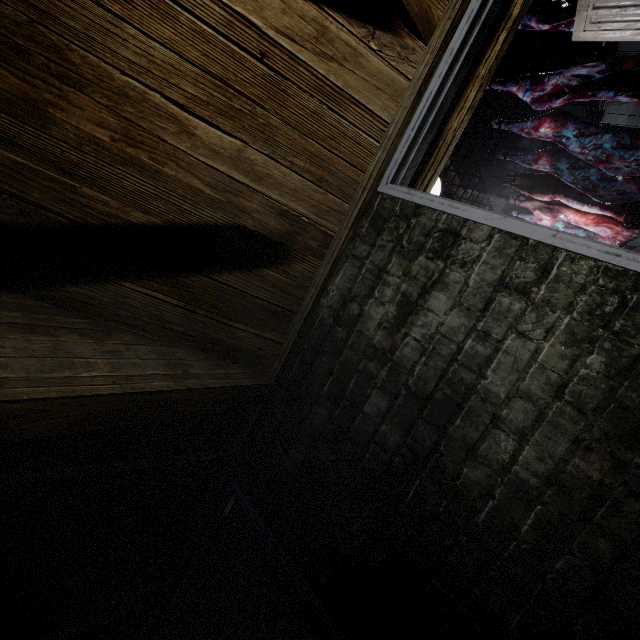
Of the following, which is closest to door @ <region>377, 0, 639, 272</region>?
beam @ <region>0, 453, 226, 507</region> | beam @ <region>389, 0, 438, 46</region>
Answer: beam @ <region>389, 0, 438, 46</region>

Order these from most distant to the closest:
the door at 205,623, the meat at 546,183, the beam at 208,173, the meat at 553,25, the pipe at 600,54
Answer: the pipe at 600,54
the meat at 546,183
the meat at 553,25
the door at 205,623
the beam at 208,173

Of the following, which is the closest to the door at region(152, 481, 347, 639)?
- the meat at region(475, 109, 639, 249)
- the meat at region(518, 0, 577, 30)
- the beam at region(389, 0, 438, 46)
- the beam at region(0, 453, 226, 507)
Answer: the beam at region(0, 453, 226, 507)

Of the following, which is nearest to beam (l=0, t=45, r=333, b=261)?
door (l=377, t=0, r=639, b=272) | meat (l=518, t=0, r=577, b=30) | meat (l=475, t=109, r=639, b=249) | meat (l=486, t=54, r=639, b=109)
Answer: door (l=377, t=0, r=639, b=272)

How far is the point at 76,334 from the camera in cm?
115

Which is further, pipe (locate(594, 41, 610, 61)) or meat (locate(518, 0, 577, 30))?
pipe (locate(594, 41, 610, 61))

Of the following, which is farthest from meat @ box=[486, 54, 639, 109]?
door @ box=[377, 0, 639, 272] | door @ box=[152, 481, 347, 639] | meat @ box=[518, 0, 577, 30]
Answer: door @ box=[152, 481, 347, 639]

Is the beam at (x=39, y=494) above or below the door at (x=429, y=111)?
above
